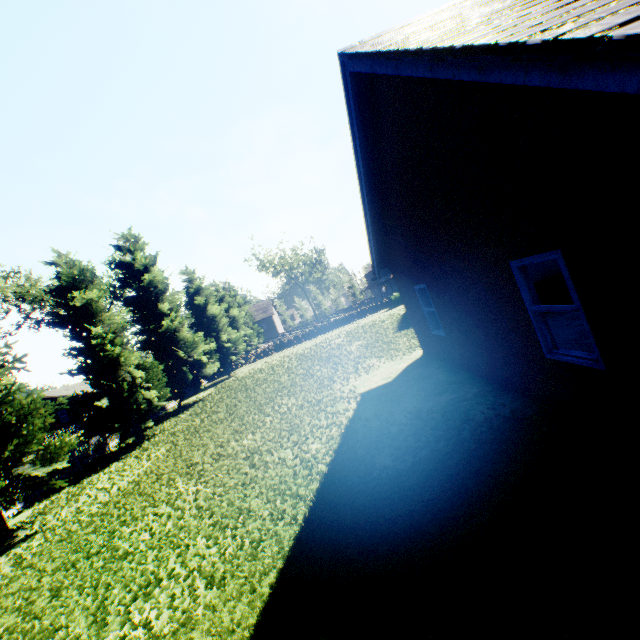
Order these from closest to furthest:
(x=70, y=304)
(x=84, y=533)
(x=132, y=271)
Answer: (x=84, y=533), (x=70, y=304), (x=132, y=271)

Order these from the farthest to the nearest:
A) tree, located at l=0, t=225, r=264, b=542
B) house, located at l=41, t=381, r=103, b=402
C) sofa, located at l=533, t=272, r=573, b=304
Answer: house, located at l=41, t=381, r=103, b=402 → sofa, located at l=533, t=272, r=573, b=304 → tree, located at l=0, t=225, r=264, b=542

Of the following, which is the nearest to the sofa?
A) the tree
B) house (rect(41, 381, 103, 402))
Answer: the tree

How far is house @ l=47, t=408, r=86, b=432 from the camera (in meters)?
42.12

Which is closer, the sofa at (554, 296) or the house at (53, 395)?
the sofa at (554, 296)

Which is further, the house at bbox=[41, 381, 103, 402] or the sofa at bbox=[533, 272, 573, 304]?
the house at bbox=[41, 381, 103, 402]

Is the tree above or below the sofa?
above

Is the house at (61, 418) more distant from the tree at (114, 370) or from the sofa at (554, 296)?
the sofa at (554, 296)
